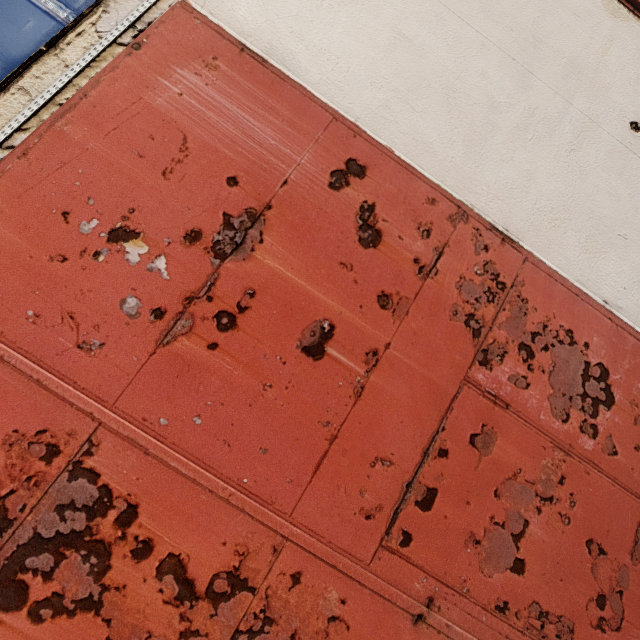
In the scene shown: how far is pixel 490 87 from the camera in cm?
203
